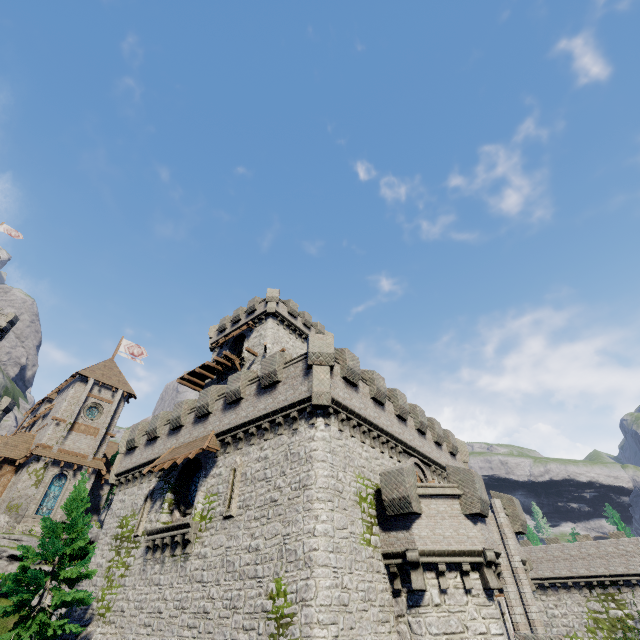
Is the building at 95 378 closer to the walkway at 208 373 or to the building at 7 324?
the walkway at 208 373

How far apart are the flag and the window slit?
35.5 meters

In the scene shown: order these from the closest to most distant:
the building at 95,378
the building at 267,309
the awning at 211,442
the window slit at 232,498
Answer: the window slit at 232,498 < the awning at 211,442 < the building at 95,378 < the building at 267,309

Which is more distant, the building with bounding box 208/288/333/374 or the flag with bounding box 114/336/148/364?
the flag with bounding box 114/336/148/364

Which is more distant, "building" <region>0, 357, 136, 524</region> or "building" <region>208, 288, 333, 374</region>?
"building" <region>208, 288, 333, 374</region>

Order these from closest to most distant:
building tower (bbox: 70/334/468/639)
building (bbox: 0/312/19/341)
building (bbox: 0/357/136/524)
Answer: building tower (bbox: 70/334/468/639) < building (bbox: 0/357/136/524) < building (bbox: 0/312/19/341)

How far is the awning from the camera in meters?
17.9

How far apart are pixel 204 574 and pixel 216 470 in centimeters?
459cm
